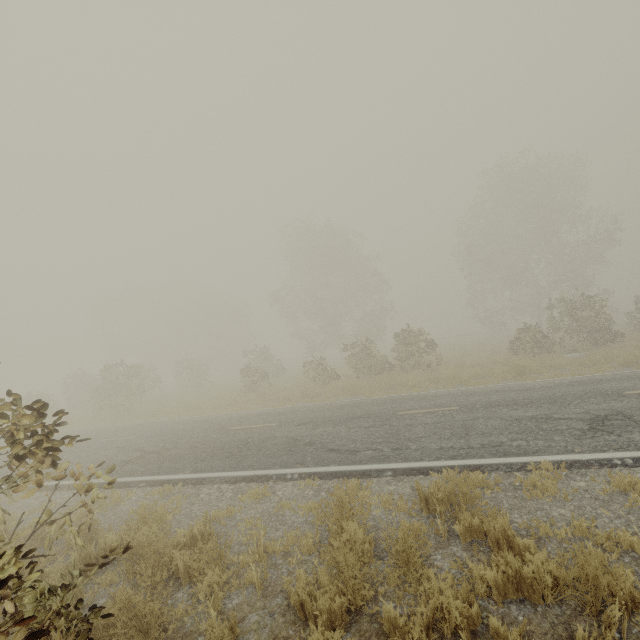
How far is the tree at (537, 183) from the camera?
18.6m

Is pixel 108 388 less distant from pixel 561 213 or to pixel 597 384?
pixel 597 384

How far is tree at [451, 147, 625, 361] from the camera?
18.6 meters
